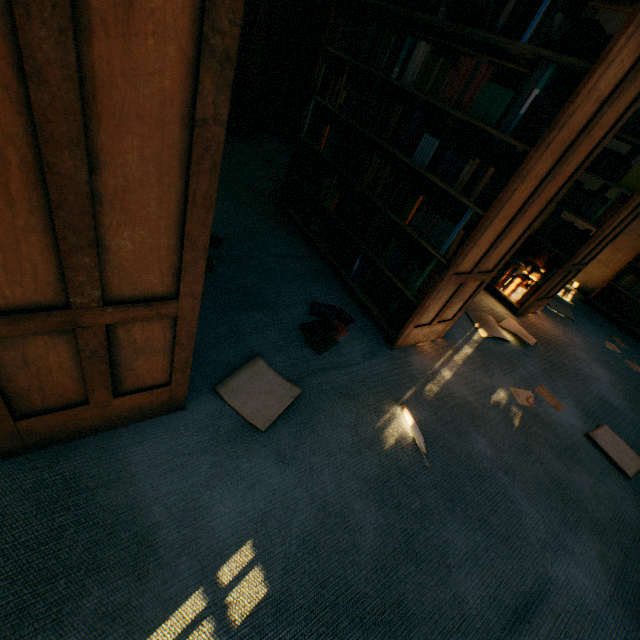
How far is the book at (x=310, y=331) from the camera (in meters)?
2.03

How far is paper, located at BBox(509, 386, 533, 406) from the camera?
2.4m

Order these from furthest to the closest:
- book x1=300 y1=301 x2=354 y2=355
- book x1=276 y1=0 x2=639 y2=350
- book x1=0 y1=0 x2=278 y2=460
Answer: book x1=300 y1=301 x2=354 y2=355
book x1=276 y1=0 x2=639 y2=350
book x1=0 y1=0 x2=278 y2=460

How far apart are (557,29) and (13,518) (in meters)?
2.81

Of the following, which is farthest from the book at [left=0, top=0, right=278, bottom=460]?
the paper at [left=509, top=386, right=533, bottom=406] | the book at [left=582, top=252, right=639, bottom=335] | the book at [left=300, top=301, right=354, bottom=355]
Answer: the book at [left=582, top=252, right=639, bottom=335]

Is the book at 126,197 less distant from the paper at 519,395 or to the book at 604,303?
the paper at 519,395

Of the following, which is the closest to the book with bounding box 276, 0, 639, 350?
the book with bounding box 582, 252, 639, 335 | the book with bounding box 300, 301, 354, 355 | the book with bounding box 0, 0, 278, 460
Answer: the book with bounding box 300, 301, 354, 355

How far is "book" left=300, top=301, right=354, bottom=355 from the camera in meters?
2.0 m
